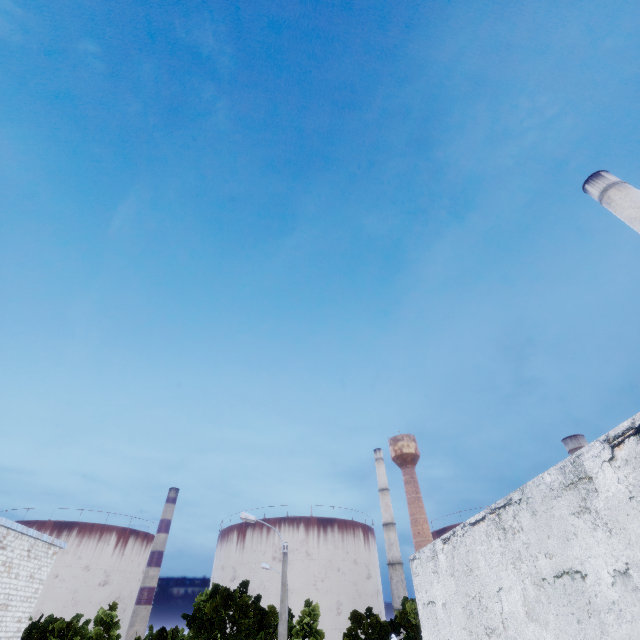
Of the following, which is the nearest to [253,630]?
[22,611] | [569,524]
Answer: [22,611]
